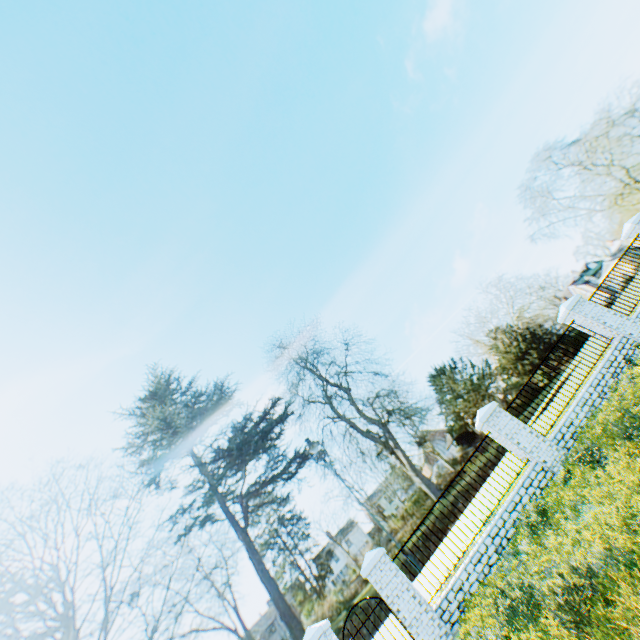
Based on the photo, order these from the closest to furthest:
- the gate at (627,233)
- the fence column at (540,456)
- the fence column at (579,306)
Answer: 1. the fence column at (540,456)
2. the fence column at (579,306)
3. the gate at (627,233)

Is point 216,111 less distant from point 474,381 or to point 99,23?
point 99,23

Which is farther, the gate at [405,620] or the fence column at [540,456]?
the fence column at [540,456]

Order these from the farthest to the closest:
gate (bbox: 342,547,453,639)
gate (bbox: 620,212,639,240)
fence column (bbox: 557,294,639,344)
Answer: gate (bbox: 620,212,639,240), fence column (bbox: 557,294,639,344), gate (bbox: 342,547,453,639)

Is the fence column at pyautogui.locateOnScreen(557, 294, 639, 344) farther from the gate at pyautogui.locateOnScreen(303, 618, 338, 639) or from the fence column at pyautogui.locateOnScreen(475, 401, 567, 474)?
the gate at pyautogui.locateOnScreen(303, 618, 338, 639)

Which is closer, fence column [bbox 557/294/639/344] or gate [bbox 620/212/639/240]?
fence column [bbox 557/294/639/344]

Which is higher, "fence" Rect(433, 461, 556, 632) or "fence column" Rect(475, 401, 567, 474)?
"fence column" Rect(475, 401, 567, 474)

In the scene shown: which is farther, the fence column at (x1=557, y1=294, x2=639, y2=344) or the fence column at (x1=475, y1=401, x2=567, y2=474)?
the fence column at (x1=557, y1=294, x2=639, y2=344)
